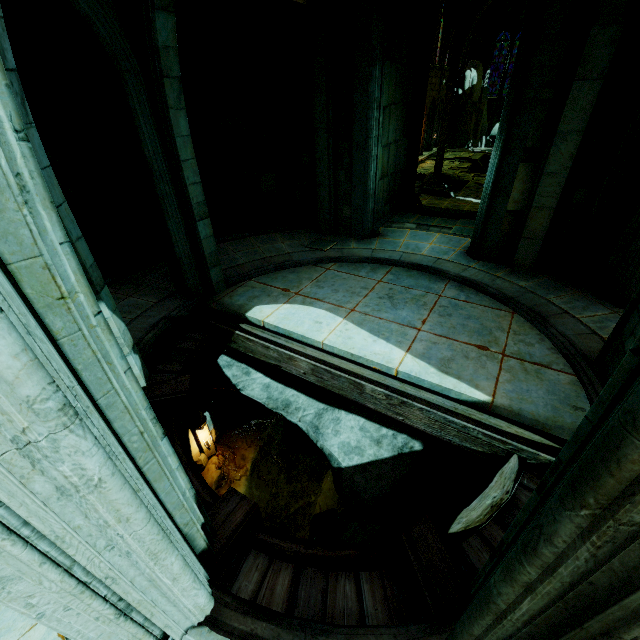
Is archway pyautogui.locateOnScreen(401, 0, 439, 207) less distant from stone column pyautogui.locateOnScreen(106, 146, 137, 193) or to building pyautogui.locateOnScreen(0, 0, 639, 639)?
building pyautogui.locateOnScreen(0, 0, 639, 639)

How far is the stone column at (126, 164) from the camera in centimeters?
878cm

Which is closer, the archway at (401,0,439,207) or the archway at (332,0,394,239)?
the archway at (332,0,394,239)

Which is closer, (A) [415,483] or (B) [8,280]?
(B) [8,280]

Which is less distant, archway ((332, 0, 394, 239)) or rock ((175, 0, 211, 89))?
rock ((175, 0, 211, 89))

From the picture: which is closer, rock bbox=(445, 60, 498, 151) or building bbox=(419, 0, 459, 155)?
building bbox=(419, 0, 459, 155)

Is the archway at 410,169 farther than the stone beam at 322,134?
Yes

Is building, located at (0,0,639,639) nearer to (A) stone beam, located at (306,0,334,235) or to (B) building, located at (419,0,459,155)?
(A) stone beam, located at (306,0,334,235)
